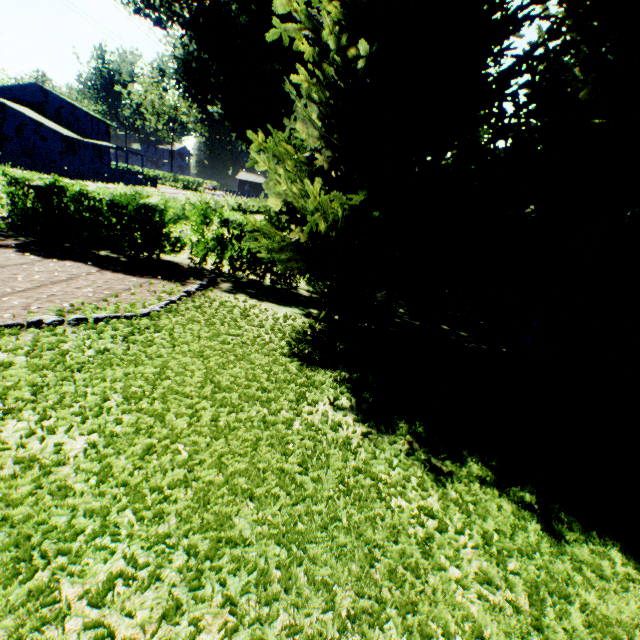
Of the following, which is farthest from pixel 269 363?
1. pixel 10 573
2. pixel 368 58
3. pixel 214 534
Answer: pixel 368 58

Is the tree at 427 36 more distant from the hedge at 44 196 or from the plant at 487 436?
the plant at 487 436

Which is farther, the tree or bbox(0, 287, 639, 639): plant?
the tree

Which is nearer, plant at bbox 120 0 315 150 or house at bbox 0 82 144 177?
plant at bbox 120 0 315 150

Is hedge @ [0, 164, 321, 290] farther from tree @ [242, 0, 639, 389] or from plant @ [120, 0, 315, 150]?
plant @ [120, 0, 315, 150]

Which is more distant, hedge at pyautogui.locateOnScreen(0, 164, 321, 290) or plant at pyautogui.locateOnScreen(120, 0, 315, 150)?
plant at pyautogui.locateOnScreen(120, 0, 315, 150)

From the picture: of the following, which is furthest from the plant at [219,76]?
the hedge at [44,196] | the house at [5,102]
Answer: the hedge at [44,196]
